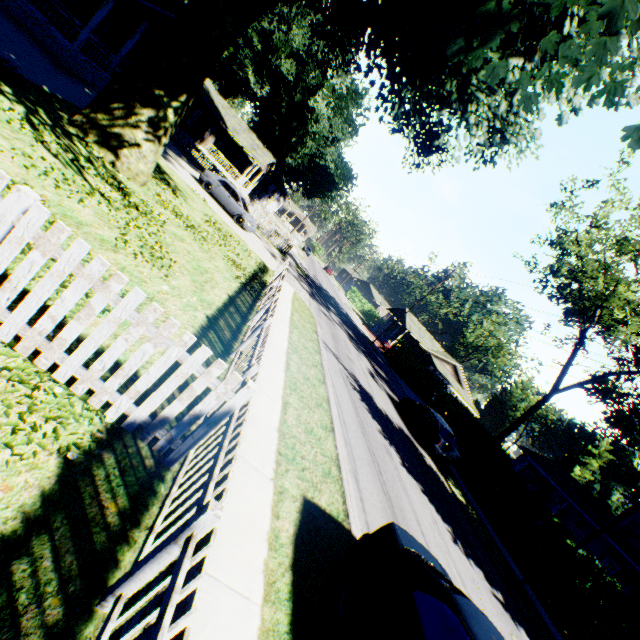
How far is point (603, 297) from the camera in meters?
21.5 m

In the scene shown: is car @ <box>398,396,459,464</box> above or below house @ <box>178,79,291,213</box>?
below

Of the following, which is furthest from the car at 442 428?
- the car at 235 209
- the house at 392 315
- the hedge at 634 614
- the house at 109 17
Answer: the house at 392 315

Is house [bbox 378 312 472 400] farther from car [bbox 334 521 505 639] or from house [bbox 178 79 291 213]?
car [bbox 334 521 505 639]

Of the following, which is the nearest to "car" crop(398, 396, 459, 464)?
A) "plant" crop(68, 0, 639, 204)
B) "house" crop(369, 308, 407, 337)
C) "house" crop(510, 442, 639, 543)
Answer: "plant" crop(68, 0, 639, 204)

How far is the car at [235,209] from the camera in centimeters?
2159cm

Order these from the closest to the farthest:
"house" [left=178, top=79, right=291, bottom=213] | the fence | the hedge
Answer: the fence
the hedge
"house" [left=178, top=79, right=291, bottom=213]

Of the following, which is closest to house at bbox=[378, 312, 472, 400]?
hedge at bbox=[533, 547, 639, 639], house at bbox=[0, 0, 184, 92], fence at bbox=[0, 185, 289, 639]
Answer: hedge at bbox=[533, 547, 639, 639]
